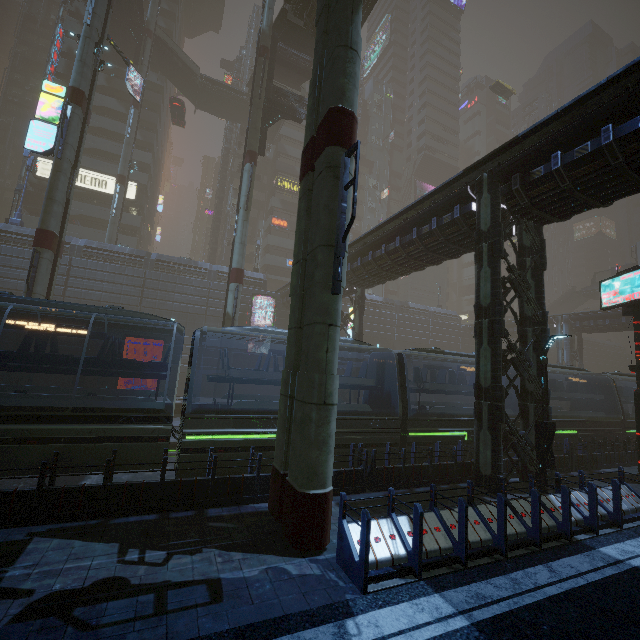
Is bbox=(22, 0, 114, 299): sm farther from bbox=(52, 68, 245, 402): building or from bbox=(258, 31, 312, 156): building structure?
bbox=(52, 68, 245, 402): building

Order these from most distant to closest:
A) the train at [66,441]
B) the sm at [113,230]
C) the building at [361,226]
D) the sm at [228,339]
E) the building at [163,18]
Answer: the building at [361,226] → the building at [163,18] → the sm at [113,230] → the sm at [228,339] → the train at [66,441]

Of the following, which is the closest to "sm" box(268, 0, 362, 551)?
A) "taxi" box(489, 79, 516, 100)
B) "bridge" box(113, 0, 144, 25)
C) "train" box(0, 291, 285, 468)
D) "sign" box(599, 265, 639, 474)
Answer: "bridge" box(113, 0, 144, 25)

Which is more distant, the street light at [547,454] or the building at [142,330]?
the building at [142,330]

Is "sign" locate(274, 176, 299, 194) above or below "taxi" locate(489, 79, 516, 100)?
below

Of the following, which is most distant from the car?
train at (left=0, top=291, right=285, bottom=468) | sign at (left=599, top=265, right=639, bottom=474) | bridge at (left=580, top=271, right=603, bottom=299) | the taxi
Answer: bridge at (left=580, top=271, right=603, bottom=299)

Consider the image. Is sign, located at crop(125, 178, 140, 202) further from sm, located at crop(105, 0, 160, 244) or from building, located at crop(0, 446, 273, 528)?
building, located at crop(0, 446, 273, 528)

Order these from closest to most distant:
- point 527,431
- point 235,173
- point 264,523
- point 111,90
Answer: point 264,523 → point 527,431 → point 111,90 → point 235,173
